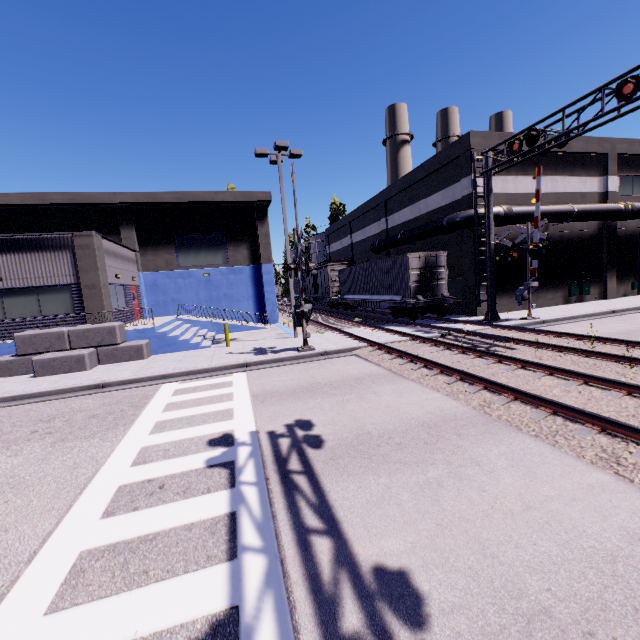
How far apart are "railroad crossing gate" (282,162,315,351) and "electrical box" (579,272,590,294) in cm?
1867

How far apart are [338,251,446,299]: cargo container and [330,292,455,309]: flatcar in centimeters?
1cm

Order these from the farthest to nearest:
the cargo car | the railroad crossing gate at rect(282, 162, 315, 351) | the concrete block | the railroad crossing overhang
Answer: the cargo car < the concrete block < the railroad crossing gate at rect(282, 162, 315, 351) < the railroad crossing overhang

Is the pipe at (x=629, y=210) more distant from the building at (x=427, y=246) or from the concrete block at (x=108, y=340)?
the concrete block at (x=108, y=340)

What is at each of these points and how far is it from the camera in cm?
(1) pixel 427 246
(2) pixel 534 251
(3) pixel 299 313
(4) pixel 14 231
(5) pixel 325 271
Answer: (1) building, 2420
(2) railroad crossing gate, 1609
(3) railroad crossing gate, 1387
(4) building, 2206
(5) cargo car, 3272

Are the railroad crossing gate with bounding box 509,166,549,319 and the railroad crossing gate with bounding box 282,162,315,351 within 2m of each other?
no

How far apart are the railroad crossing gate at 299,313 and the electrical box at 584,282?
18.7m

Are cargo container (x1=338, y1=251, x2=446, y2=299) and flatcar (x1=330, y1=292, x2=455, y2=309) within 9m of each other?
yes
